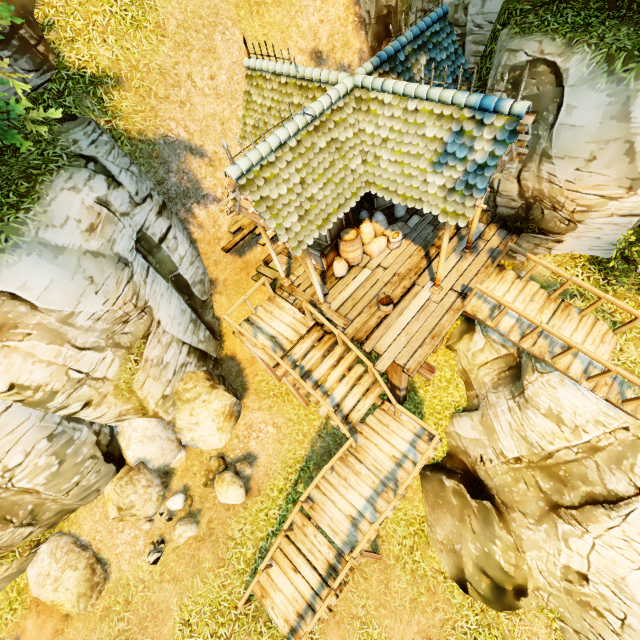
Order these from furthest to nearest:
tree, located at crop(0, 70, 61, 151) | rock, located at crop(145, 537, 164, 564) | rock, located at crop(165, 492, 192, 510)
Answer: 1. rock, located at crop(165, 492, 192, 510)
2. rock, located at crop(145, 537, 164, 564)
3. tree, located at crop(0, 70, 61, 151)

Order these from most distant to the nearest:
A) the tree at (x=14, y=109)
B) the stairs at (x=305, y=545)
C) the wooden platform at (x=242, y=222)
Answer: the wooden platform at (x=242, y=222)
the stairs at (x=305, y=545)
the tree at (x=14, y=109)

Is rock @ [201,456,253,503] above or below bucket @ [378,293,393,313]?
below

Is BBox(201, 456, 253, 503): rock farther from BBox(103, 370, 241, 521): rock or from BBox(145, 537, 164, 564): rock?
BBox(145, 537, 164, 564): rock

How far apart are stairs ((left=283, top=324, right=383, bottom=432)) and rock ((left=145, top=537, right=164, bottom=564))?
6.17m

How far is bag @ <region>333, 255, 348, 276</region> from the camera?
9.4 meters

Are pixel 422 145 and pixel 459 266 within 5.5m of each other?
yes

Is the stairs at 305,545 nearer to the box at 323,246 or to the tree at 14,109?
the box at 323,246
